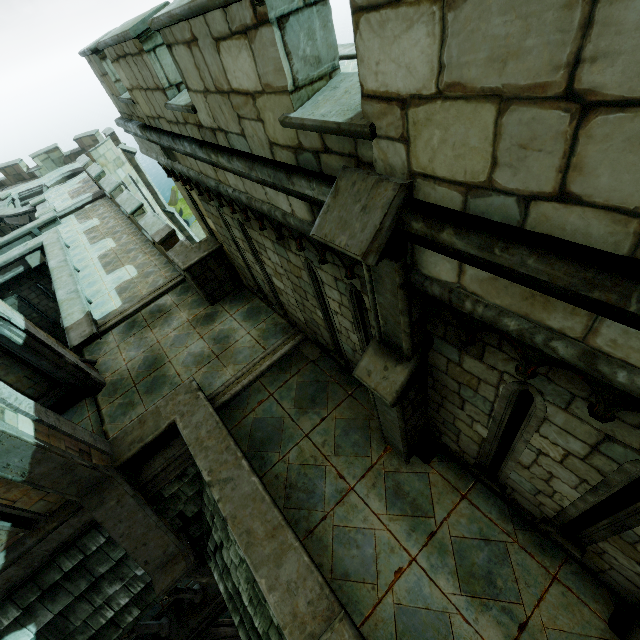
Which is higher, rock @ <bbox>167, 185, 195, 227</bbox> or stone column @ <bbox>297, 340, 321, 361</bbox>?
stone column @ <bbox>297, 340, 321, 361</bbox>

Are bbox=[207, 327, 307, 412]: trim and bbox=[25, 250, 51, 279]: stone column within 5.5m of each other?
no

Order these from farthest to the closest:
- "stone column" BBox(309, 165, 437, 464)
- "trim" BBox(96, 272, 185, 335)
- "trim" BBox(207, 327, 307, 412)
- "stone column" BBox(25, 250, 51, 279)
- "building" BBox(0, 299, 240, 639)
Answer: "stone column" BBox(25, 250, 51, 279) < "trim" BBox(96, 272, 185, 335) < "trim" BBox(207, 327, 307, 412) < "building" BBox(0, 299, 240, 639) < "stone column" BBox(309, 165, 437, 464)

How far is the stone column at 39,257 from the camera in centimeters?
1580cm

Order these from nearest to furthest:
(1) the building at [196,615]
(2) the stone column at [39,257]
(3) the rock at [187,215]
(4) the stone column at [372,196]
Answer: (4) the stone column at [372,196]
(1) the building at [196,615]
(2) the stone column at [39,257]
(3) the rock at [187,215]

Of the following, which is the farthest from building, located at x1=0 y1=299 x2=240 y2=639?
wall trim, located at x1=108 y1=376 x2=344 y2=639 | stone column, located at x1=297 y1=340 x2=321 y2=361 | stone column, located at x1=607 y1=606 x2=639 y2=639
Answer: stone column, located at x1=607 y1=606 x2=639 y2=639

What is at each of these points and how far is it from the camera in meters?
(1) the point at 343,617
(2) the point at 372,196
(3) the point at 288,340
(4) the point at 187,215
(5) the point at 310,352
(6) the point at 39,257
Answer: (1) stair, 3.8
(2) stone column, 2.2
(3) trim, 7.9
(4) rock, 36.1
(5) stone column, 7.6
(6) stone column, 15.9

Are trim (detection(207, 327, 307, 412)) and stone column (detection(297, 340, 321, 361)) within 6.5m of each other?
yes
